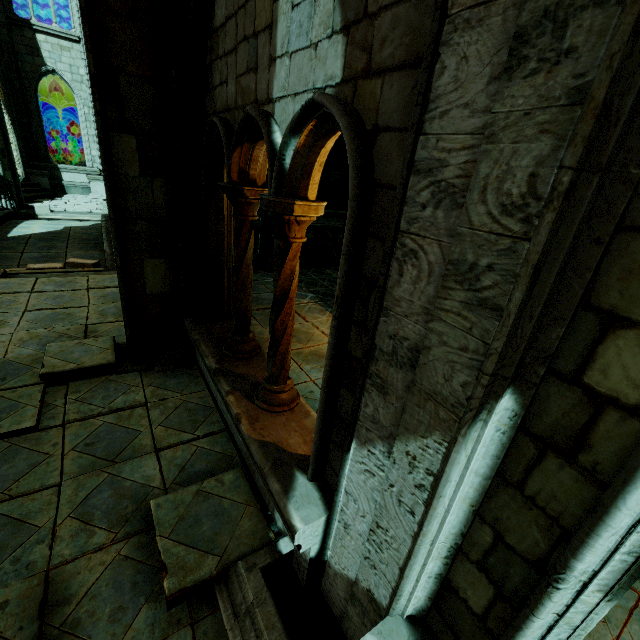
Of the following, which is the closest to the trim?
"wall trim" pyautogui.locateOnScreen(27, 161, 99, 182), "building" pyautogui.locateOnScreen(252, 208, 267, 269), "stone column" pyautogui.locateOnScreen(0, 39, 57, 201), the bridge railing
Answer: "building" pyautogui.locateOnScreen(252, 208, 267, 269)

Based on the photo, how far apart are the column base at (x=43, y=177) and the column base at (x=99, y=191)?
1.2m

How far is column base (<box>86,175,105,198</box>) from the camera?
18.1m

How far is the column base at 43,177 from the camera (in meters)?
16.67

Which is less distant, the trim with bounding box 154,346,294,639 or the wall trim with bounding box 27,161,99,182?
the trim with bounding box 154,346,294,639

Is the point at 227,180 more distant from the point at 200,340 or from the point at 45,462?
the point at 45,462

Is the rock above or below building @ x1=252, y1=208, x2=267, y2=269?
above

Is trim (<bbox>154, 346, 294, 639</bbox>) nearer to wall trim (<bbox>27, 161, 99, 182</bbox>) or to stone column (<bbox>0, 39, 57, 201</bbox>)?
stone column (<bbox>0, 39, 57, 201</bbox>)
